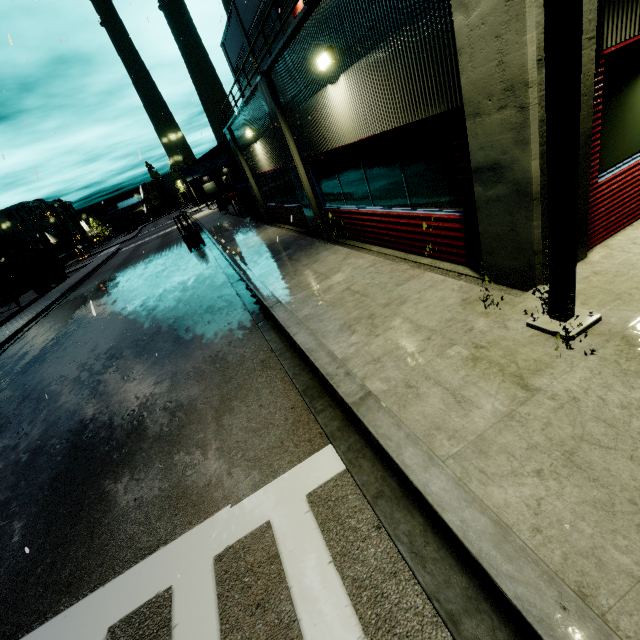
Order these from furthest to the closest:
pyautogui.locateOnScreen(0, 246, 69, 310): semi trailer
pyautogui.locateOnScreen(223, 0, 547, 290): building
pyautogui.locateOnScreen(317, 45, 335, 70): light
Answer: pyautogui.locateOnScreen(0, 246, 69, 310): semi trailer
pyautogui.locateOnScreen(317, 45, 335, 70): light
pyautogui.locateOnScreen(223, 0, 547, 290): building

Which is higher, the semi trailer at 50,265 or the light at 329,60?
the light at 329,60

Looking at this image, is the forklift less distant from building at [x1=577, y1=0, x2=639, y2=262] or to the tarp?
the tarp

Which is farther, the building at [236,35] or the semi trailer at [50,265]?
the semi trailer at [50,265]

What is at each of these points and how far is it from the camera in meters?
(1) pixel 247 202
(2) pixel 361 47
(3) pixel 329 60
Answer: (1) tarp, 21.2 m
(2) building, 5.6 m
(3) light, 6.4 m

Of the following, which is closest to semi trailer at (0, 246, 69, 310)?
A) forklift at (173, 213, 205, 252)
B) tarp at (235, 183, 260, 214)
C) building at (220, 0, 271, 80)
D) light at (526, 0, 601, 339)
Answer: building at (220, 0, 271, 80)

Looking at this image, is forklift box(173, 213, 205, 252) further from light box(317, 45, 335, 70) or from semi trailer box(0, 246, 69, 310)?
light box(317, 45, 335, 70)

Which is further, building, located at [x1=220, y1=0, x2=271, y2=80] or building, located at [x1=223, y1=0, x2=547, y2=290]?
building, located at [x1=220, y1=0, x2=271, y2=80]
